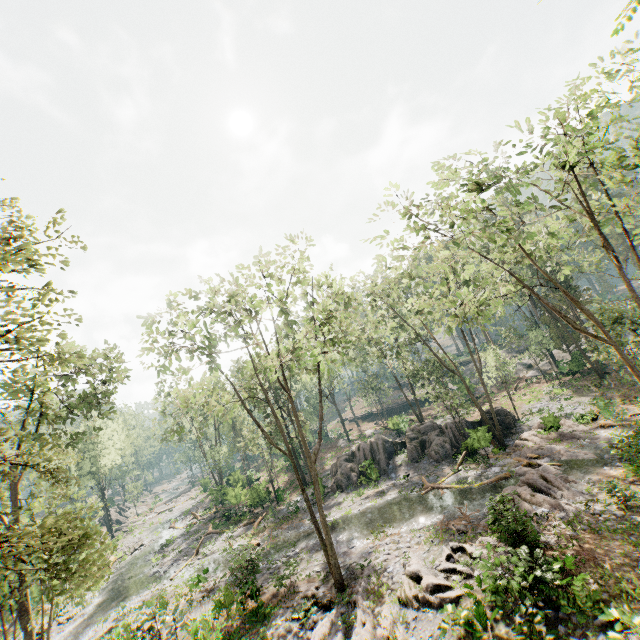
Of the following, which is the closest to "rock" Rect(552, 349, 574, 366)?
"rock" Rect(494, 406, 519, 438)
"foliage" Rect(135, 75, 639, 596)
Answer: "foliage" Rect(135, 75, 639, 596)

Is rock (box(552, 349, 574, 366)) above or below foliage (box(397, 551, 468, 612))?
above

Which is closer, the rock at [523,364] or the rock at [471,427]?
the rock at [471,427]

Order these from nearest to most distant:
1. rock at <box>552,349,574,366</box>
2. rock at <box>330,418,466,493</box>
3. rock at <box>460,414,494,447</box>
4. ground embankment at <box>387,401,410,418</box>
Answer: rock at <box>460,414,494,447</box>
rock at <box>330,418,466,493</box>
rock at <box>552,349,574,366</box>
ground embankment at <box>387,401,410,418</box>

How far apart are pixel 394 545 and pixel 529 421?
18.9m

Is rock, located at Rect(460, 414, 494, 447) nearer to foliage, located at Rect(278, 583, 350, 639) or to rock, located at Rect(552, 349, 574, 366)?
foliage, located at Rect(278, 583, 350, 639)

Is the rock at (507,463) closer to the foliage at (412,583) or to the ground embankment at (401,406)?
the foliage at (412,583)
